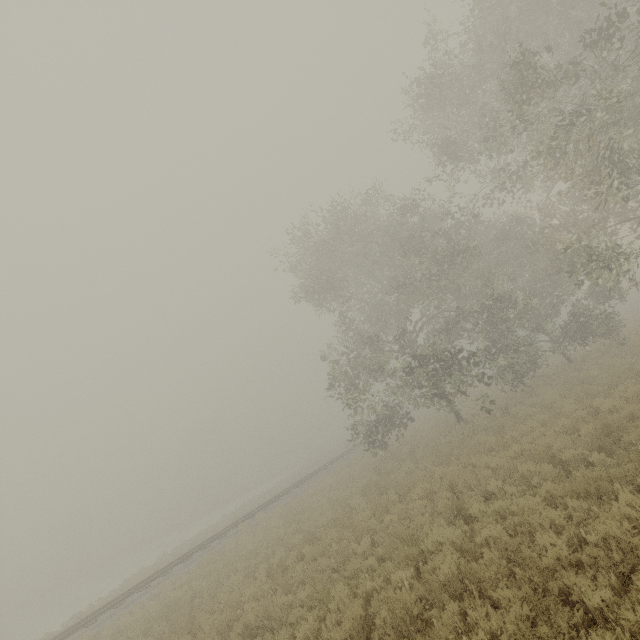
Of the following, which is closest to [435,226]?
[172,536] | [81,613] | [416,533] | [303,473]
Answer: [416,533]
